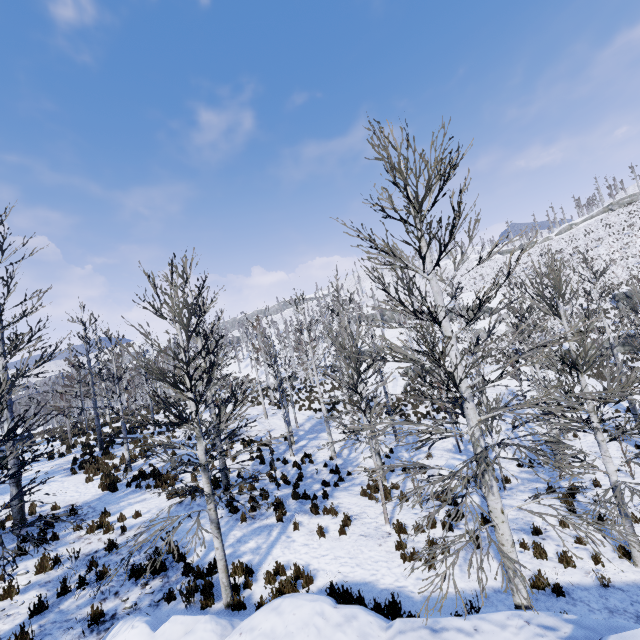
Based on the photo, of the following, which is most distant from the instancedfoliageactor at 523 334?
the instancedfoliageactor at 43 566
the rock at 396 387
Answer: the instancedfoliageactor at 43 566

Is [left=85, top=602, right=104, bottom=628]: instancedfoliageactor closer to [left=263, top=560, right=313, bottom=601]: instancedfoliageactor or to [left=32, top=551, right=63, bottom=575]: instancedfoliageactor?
[left=263, top=560, right=313, bottom=601]: instancedfoliageactor

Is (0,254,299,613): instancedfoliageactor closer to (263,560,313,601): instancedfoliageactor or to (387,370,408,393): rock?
(387,370,408,393): rock

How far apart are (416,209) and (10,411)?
14.1m

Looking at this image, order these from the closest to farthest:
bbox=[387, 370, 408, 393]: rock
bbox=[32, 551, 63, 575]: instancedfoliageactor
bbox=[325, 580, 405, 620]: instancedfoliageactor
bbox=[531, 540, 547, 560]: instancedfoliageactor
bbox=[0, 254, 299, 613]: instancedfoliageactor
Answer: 1. bbox=[325, 580, 405, 620]: instancedfoliageactor
2. bbox=[0, 254, 299, 613]: instancedfoliageactor
3. bbox=[531, 540, 547, 560]: instancedfoliageactor
4. bbox=[32, 551, 63, 575]: instancedfoliageactor
5. bbox=[387, 370, 408, 393]: rock

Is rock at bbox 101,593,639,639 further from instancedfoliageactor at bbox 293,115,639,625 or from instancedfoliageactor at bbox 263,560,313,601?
instancedfoliageactor at bbox 293,115,639,625

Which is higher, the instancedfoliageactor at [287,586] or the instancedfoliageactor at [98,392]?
the instancedfoliageactor at [98,392]

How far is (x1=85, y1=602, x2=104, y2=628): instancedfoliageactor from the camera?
6.73m
